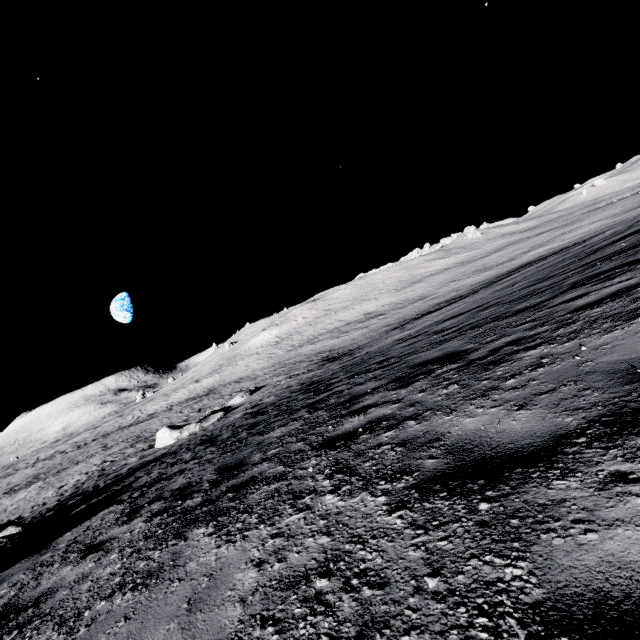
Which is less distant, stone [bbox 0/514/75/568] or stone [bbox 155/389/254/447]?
stone [bbox 0/514/75/568]

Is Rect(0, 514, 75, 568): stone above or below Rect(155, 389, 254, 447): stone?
above

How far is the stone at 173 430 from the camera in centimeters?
2056cm

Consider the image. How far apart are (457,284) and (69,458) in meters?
56.3 m

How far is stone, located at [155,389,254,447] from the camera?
20.56m

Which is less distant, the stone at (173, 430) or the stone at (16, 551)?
the stone at (16, 551)
